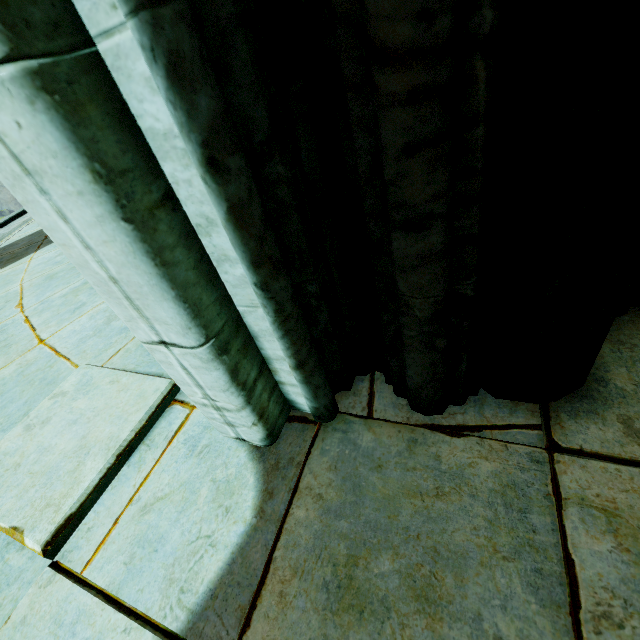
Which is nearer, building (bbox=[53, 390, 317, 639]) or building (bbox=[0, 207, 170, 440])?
building (bbox=[53, 390, 317, 639])

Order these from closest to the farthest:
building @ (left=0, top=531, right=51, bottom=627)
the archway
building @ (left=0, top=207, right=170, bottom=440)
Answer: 1. the archway
2. building @ (left=0, top=531, right=51, bottom=627)
3. building @ (left=0, top=207, right=170, bottom=440)

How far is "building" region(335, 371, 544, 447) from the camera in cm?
112

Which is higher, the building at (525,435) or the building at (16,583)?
the building at (525,435)

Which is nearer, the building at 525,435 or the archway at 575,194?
the archway at 575,194

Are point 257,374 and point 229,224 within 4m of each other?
yes

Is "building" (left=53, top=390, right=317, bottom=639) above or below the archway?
below
